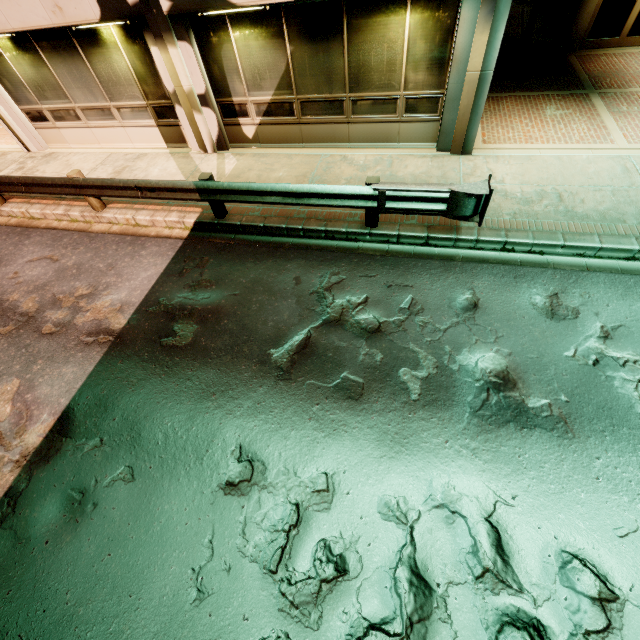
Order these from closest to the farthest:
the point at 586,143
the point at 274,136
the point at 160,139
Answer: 1. the point at 586,143
2. the point at 274,136
3. the point at 160,139
